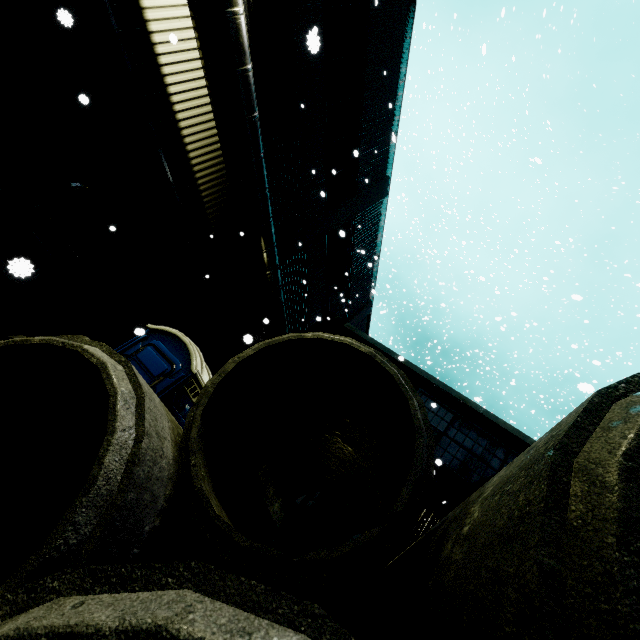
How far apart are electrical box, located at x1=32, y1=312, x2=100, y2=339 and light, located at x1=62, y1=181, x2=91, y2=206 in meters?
2.6 m

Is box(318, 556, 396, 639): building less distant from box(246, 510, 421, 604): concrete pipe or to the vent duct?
the vent duct

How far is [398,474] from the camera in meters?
3.1 m

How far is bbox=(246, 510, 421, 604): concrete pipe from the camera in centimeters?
200cm

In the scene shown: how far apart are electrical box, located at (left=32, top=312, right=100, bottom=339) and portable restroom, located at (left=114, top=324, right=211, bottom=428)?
3.0 meters

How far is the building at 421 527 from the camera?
6.7 meters

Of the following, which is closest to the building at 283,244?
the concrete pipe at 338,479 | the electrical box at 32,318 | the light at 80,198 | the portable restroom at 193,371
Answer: the light at 80,198

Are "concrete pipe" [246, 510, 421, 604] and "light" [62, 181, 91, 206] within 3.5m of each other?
no
